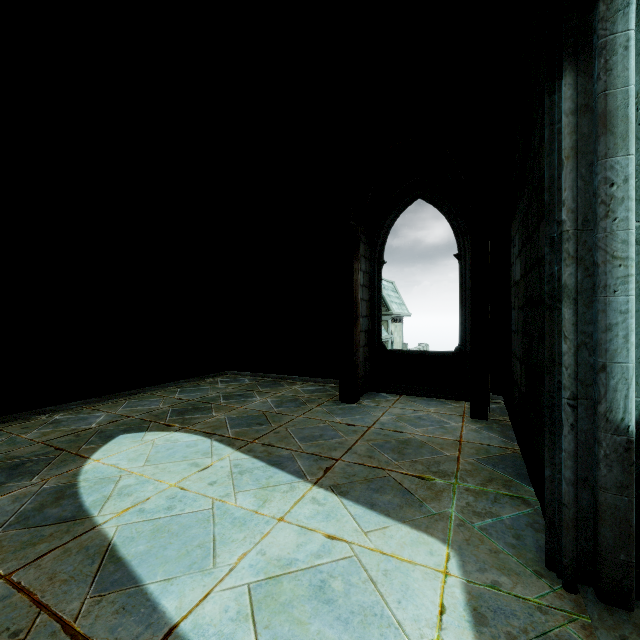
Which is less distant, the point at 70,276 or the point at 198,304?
the point at 70,276
